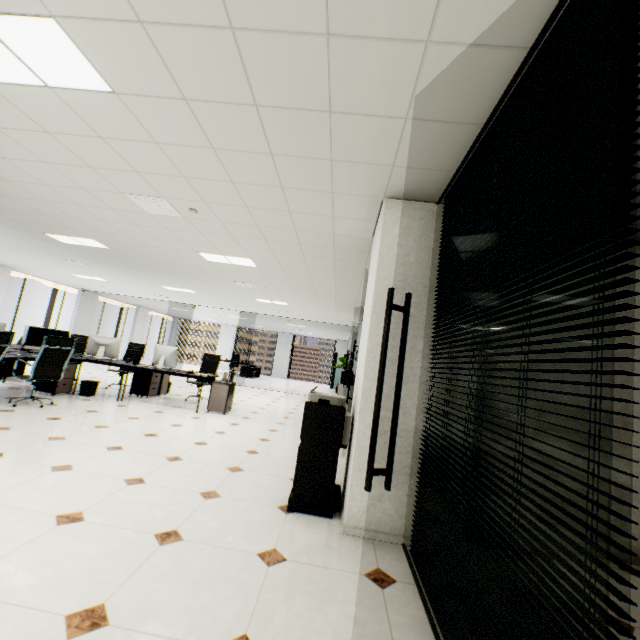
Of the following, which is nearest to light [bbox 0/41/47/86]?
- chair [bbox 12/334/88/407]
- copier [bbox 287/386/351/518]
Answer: copier [bbox 287/386/351/518]

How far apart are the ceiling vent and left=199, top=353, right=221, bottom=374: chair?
4.6m

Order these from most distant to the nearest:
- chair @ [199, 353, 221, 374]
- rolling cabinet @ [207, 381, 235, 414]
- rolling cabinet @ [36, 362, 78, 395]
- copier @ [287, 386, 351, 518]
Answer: chair @ [199, 353, 221, 374], rolling cabinet @ [207, 381, 235, 414], rolling cabinet @ [36, 362, 78, 395], copier @ [287, 386, 351, 518]

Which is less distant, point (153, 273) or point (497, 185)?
point (497, 185)

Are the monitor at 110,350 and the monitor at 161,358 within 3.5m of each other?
yes

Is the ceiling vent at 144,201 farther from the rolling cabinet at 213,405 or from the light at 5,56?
the rolling cabinet at 213,405

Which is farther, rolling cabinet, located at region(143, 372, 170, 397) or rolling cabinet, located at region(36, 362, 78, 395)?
rolling cabinet, located at region(143, 372, 170, 397)

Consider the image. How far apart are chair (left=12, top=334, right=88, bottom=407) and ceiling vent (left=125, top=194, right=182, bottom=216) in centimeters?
281cm
